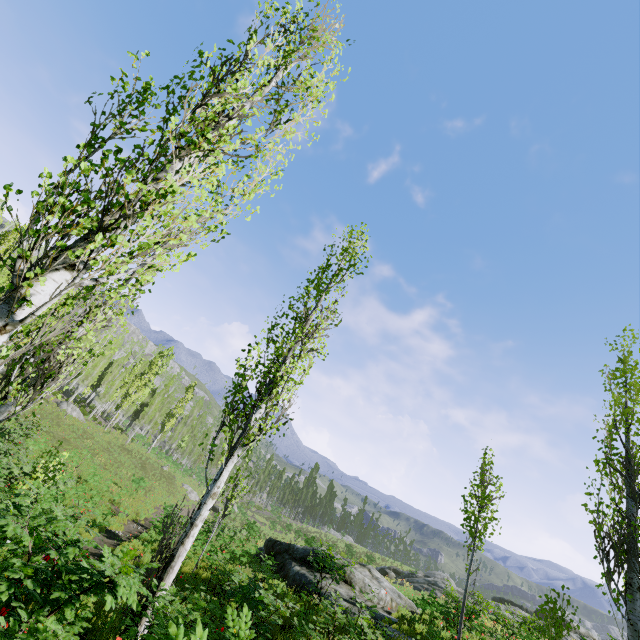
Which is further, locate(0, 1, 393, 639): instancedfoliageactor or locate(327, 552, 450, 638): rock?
locate(327, 552, 450, 638): rock

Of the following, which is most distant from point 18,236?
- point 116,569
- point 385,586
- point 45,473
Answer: point 385,586

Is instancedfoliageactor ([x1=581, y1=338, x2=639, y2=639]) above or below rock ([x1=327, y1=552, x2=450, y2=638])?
above

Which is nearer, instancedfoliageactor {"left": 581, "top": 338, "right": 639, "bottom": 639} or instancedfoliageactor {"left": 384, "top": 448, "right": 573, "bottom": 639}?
instancedfoliageactor {"left": 581, "top": 338, "right": 639, "bottom": 639}

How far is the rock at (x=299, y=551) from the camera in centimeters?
1302cm

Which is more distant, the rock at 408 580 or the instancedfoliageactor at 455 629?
the rock at 408 580

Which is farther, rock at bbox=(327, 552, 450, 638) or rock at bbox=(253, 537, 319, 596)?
rock at bbox=(253, 537, 319, 596)

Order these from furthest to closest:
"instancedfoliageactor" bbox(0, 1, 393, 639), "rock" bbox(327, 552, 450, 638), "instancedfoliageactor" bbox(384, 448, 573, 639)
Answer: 1. "rock" bbox(327, 552, 450, 638)
2. "instancedfoliageactor" bbox(384, 448, 573, 639)
3. "instancedfoliageactor" bbox(0, 1, 393, 639)
